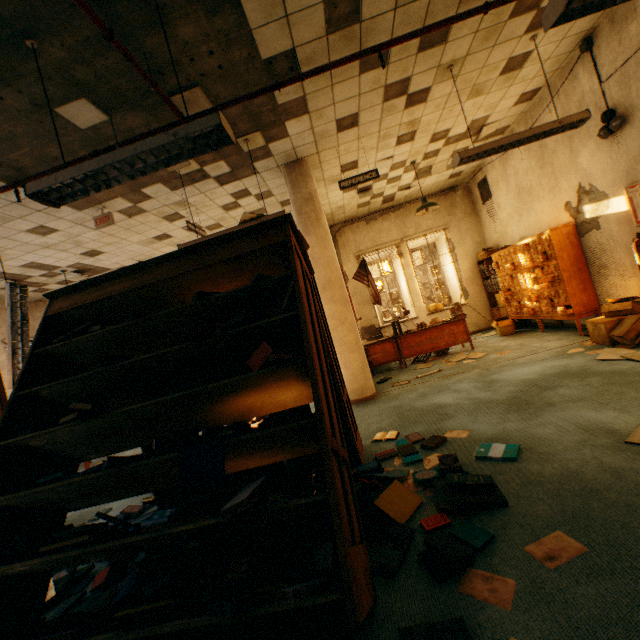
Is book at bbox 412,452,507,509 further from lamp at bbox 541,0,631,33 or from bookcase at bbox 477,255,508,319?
bookcase at bbox 477,255,508,319

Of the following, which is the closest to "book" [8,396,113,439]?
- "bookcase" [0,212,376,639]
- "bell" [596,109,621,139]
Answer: "bookcase" [0,212,376,639]

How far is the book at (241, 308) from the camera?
1.93m

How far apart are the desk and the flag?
0.8 meters

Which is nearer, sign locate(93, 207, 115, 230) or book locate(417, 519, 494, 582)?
book locate(417, 519, 494, 582)

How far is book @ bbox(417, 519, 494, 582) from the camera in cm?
157

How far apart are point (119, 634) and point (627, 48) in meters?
6.7

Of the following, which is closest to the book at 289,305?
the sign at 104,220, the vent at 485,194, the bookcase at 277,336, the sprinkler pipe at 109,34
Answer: the bookcase at 277,336
